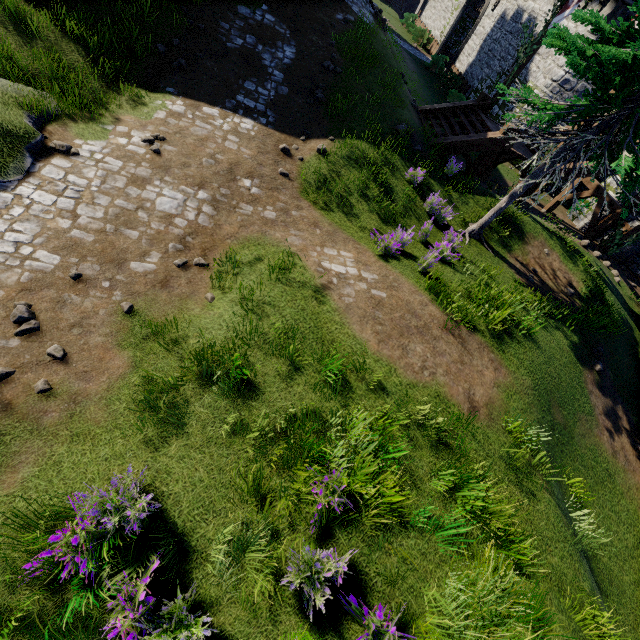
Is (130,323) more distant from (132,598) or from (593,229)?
(593,229)

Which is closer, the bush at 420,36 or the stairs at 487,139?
the stairs at 487,139

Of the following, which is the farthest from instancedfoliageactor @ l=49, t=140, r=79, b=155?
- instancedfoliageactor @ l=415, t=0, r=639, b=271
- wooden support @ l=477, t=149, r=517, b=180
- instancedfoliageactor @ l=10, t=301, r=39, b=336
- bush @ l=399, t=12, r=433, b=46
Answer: bush @ l=399, t=12, r=433, b=46

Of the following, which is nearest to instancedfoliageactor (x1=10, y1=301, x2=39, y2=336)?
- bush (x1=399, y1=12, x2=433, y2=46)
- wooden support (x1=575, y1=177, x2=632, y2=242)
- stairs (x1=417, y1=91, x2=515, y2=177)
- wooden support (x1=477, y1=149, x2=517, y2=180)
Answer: stairs (x1=417, y1=91, x2=515, y2=177)

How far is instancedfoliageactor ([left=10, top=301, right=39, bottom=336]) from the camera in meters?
4.4 m

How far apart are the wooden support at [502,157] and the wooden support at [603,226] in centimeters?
451cm

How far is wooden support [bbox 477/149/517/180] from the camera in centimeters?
1504cm

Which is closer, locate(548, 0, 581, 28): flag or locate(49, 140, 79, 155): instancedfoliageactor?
locate(49, 140, 79, 155): instancedfoliageactor
